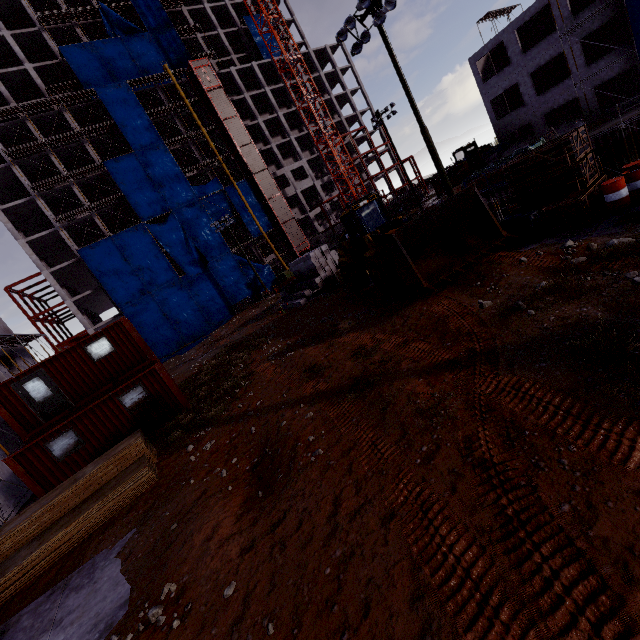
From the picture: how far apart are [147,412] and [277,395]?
7.1m

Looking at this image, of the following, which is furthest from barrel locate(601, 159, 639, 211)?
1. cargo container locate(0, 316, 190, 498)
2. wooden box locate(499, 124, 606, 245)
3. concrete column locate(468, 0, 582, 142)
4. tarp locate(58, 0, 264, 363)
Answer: tarp locate(58, 0, 264, 363)

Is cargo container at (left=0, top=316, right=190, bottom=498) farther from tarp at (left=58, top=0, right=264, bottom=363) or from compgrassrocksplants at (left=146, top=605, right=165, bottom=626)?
tarp at (left=58, top=0, right=264, bottom=363)

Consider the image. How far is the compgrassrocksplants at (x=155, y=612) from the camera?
5.0m

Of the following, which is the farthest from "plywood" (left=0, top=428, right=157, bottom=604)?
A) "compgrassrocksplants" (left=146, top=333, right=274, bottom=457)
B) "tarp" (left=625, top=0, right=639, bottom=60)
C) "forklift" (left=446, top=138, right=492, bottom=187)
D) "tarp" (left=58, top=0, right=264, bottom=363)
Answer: "tarp" (left=625, top=0, right=639, bottom=60)

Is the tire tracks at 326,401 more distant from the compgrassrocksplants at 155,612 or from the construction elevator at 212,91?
the construction elevator at 212,91

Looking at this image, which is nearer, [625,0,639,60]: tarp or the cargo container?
the cargo container

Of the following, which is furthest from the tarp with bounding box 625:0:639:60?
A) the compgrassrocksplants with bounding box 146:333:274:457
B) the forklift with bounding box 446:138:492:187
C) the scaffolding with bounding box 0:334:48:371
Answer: the scaffolding with bounding box 0:334:48:371
